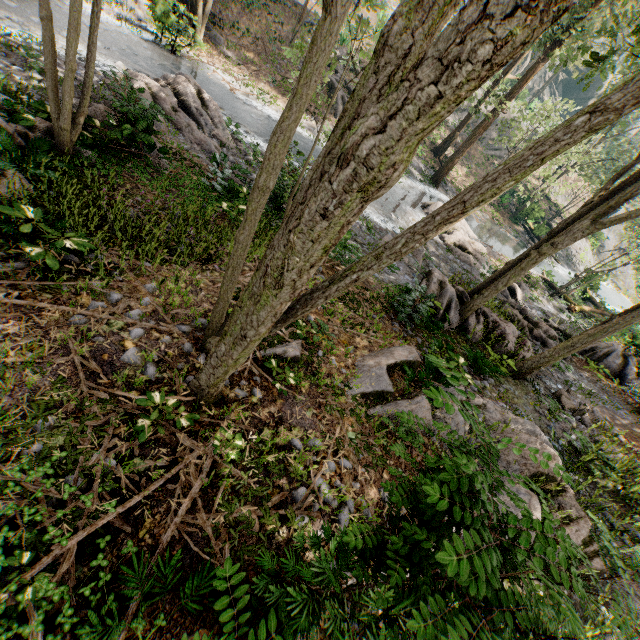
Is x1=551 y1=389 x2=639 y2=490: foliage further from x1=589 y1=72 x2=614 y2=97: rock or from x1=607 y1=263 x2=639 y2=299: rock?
x1=607 y1=263 x2=639 y2=299: rock

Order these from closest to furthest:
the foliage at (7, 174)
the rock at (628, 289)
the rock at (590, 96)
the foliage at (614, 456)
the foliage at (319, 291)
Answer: the foliage at (319, 291)
the foliage at (7, 174)
the foliage at (614, 456)
the rock at (628, 289)
the rock at (590, 96)

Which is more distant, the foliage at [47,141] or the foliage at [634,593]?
the foliage at [47,141]

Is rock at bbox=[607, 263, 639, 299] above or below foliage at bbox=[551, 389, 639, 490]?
below

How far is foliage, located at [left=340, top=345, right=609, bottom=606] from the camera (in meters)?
2.00

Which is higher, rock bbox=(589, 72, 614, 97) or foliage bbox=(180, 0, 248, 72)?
rock bbox=(589, 72, 614, 97)

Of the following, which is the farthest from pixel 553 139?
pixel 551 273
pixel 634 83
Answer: pixel 551 273

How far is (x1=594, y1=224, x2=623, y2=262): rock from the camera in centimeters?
3988cm
